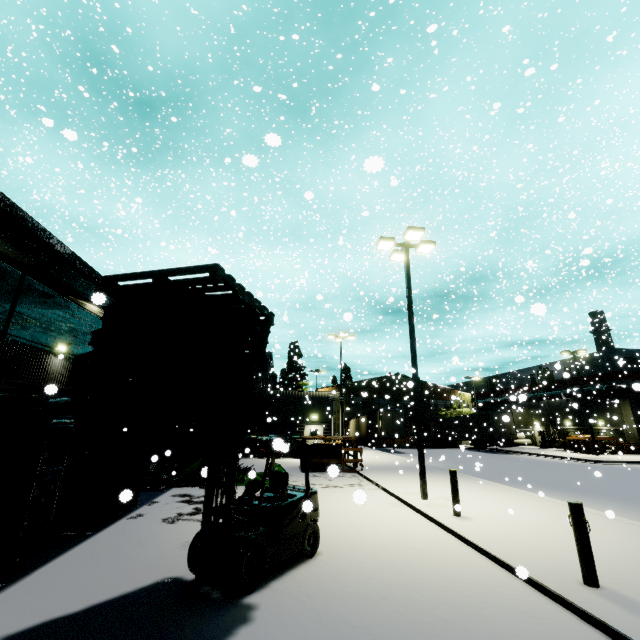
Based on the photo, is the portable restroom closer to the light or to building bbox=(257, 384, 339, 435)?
building bbox=(257, 384, 339, 435)

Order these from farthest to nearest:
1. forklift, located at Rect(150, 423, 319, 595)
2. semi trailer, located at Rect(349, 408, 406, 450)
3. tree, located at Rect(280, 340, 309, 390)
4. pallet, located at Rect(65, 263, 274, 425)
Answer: tree, located at Rect(280, 340, 309, 390)
semi trailer, located at Rect(349, 408, 406, 450)
forklift, located at Rect(150, 423, 319, 595)
pallet, located at Rect(65, 263, 274, 425)

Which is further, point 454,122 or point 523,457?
point 454,122

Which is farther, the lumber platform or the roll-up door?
the lumber platform

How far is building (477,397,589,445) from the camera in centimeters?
3872cm

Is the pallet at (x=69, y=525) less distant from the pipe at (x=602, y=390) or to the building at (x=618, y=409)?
the building at (x=618, y=409)

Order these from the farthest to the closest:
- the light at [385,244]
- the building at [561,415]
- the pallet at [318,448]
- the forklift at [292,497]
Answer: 1. the building at [561,415]
2. the pallet at [318,448]
3. the light at [385,244]
4. the forklift at [292,497]

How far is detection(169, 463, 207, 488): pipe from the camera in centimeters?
1238cm
